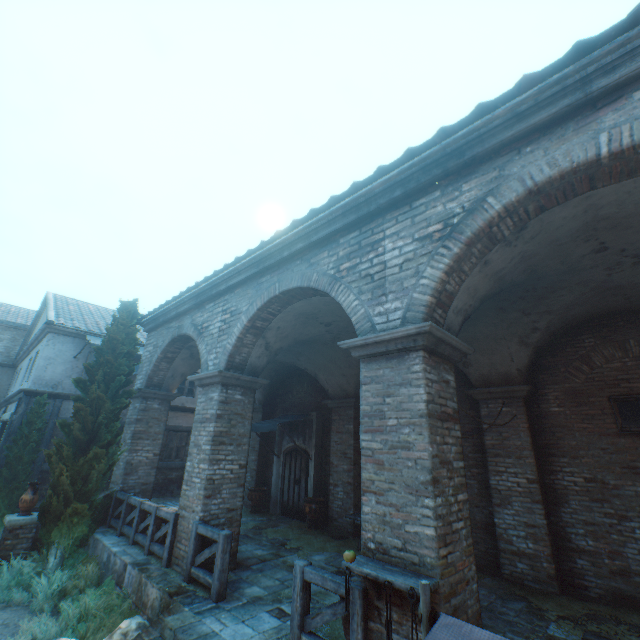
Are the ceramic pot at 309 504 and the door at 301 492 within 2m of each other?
yes

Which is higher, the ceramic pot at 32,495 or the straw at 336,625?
the ceramic pot at 32,495

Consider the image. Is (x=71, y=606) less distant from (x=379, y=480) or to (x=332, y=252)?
(x=379, y=480)

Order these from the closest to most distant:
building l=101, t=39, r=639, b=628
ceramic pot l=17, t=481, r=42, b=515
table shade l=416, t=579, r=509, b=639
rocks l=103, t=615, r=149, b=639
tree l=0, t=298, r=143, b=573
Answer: table shade l=416, t=579, r=509, b=639
building l=101, t=39, r=639, b=628
rocks l=103, t=615, r=149, b=639
tree l=0, t=298, r=143, b=573
ceramic pot l=17, t=481, r=42, b=515

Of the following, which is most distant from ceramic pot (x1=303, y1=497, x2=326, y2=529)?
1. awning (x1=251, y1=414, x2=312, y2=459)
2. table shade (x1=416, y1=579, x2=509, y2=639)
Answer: table shade (x1=416, y1=579, x2=509, y2=639)

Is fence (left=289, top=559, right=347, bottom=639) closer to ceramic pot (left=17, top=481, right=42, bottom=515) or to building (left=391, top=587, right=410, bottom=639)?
ceramic pot (left=17, top=481, right=42, bottom=515)

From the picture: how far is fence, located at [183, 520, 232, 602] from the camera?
5.4m

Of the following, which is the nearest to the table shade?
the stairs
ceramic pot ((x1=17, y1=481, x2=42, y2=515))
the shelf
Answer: the shelf
